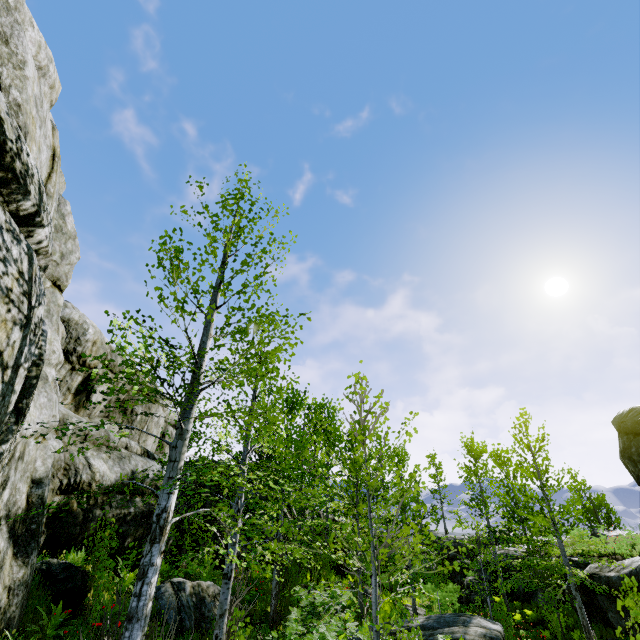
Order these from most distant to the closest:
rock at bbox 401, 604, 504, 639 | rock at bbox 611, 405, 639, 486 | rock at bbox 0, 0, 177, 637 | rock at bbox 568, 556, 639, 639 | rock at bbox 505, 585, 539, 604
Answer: rock at bbox 505, 585, 539, 604 < rock at bbox 568, 556, 639, 639 < rock at bbox 401, 604, 504, 639 < rock at bbox 611, 405, 639, 486 < rock at bbox 0, 0, 177, 637

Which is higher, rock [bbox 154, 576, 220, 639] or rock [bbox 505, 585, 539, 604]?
rock [bbox 154, 576, 220, 639]

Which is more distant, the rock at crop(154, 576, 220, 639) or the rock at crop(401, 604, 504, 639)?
the rock at crop(401, 604, 504, 639)

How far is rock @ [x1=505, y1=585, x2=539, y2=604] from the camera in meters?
19.8

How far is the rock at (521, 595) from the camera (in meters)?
19.83

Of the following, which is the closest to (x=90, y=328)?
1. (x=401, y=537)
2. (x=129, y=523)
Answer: (x=129, y=523)

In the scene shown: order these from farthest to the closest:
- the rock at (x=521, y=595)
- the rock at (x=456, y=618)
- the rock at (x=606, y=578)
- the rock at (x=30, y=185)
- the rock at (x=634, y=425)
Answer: the rock at (x=521, y=595) → the rock at (x=606, y=578) → the rock at (x=456, y=618) → the rock at (x=634, y=425) → the rock at (x=30, y=185)

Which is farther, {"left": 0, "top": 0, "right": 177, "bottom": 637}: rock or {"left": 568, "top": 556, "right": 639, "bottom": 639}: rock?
{"left": 568, "top": 556, "right": 639, "bottom": 639}: rock
